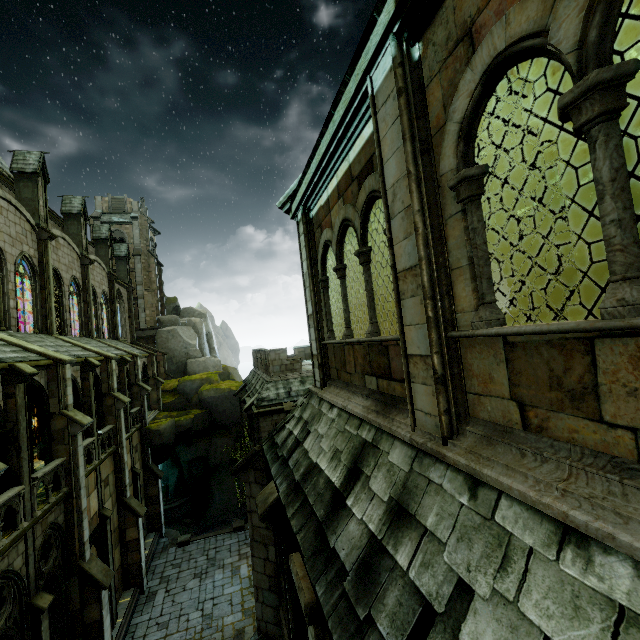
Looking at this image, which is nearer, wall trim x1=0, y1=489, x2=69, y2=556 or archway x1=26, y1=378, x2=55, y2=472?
wall trim x1=0, y1=489, x2=69, y2=556

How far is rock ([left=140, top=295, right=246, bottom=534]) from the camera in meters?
28.4

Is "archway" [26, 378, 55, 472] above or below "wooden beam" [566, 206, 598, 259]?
below

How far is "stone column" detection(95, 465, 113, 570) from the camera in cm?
1631

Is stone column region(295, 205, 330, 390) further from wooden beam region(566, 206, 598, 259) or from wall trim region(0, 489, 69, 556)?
wall trim region(0, 489, 69, 556)

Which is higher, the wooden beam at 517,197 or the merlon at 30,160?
the merlon at 30,160

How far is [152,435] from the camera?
24.8 meters

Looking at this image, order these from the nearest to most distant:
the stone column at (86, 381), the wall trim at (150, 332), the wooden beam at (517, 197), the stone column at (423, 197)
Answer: the stone column at (423, 197), the wooden beam at (517, 197), the stone column at (86, 381), the wall trim at (150, 332)
